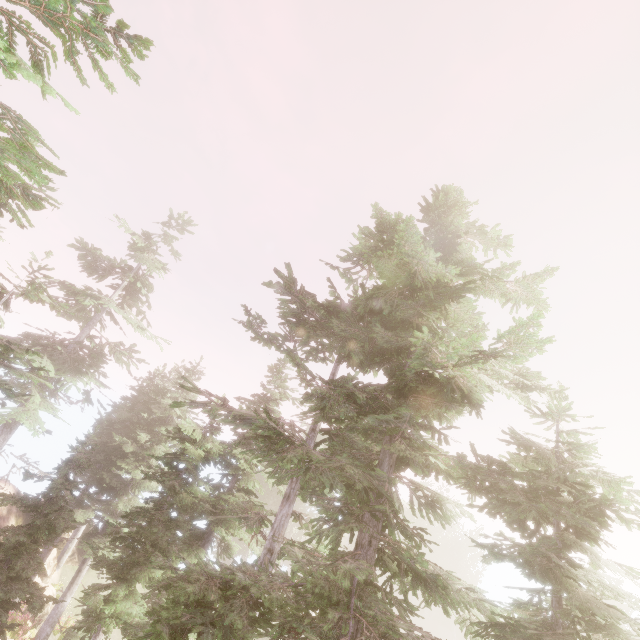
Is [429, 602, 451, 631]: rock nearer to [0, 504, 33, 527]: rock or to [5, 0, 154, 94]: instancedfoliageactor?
[5, 0, 154, 94]: instancedfoliageactor

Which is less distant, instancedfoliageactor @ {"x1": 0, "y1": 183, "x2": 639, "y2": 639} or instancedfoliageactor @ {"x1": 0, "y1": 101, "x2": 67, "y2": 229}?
instancedfoliageactor @ {"x1": 0, "y1": 101, "x2": 67, "y2": 229}

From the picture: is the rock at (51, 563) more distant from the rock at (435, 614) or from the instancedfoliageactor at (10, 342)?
the rock at (435, 614)

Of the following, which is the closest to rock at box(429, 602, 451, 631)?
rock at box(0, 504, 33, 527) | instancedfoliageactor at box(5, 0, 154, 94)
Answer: instancedfoliageactor at box(5, 0, 154, 94)

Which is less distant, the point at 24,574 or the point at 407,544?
the point at 407,544

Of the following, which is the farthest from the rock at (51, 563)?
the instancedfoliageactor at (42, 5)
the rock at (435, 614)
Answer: the rock at (435, 614)

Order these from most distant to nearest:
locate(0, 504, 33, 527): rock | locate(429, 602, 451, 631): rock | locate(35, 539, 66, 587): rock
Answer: locate(429, 602, 451, 631): rock
locate(0, 504, 33, 527): rock
locate(35, 539, 66, 587): rock
